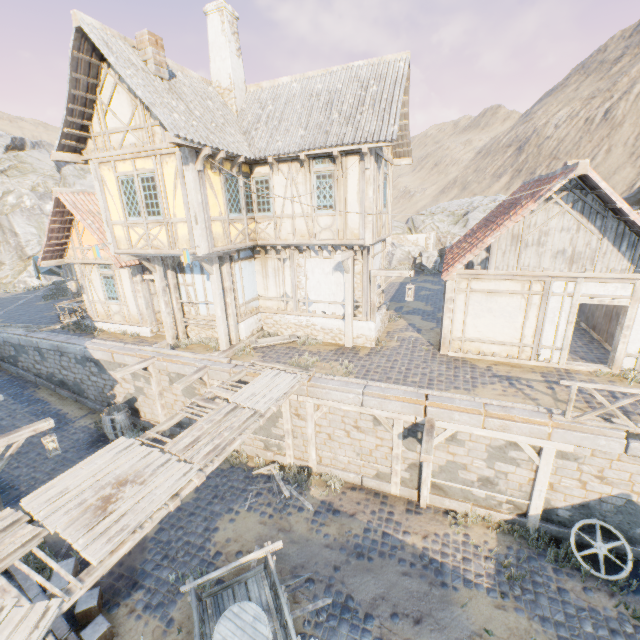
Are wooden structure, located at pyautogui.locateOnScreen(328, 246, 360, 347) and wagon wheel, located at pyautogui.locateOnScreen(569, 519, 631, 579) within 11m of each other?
yes

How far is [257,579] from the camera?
6.8 meters

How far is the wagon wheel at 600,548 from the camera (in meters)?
7.45

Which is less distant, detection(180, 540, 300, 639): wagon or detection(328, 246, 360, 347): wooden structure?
detection(180, 540, 300, 639): wagon

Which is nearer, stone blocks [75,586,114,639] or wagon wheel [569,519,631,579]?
stone blocks [75,586,114,639]

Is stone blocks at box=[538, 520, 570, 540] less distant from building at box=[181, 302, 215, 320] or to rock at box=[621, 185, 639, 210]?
rock at box=[621, 185, 639, 210]

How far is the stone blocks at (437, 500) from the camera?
8.7m

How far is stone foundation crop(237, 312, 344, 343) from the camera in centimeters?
1298cm
